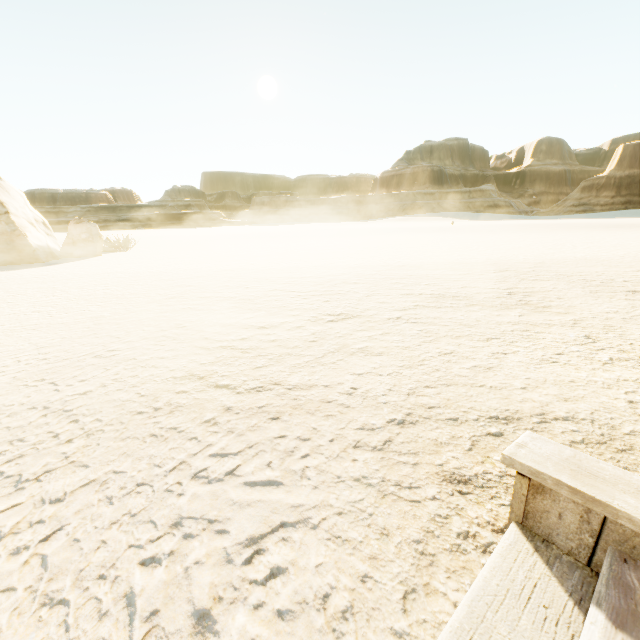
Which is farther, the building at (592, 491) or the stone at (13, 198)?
the stone at (13, 198)

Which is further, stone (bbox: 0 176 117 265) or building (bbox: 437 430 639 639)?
stone (bbox: 0 176 117 265)

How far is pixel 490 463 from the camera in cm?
177
